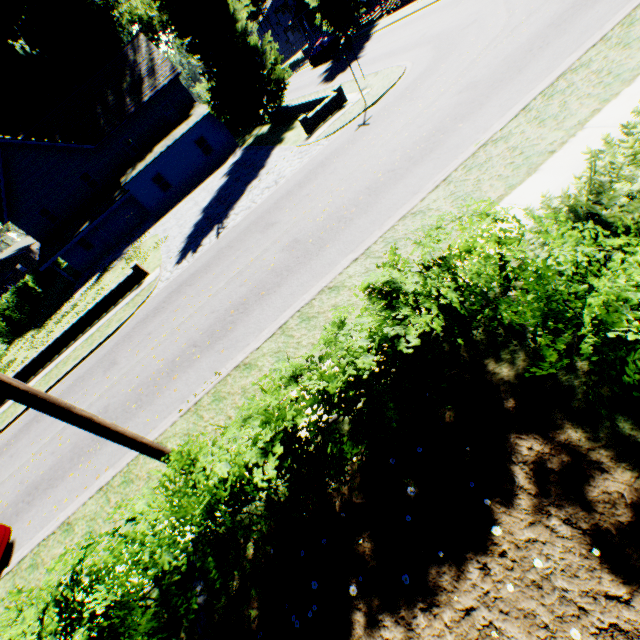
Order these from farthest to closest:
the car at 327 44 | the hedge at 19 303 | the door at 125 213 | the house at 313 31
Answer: the house at 313 31
the car at 327 44
the door at 125 213
the hedge at 19 303

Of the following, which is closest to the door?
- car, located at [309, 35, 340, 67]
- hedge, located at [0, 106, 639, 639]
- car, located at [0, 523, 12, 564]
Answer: hedge, located at [0, 106, 639, 639]

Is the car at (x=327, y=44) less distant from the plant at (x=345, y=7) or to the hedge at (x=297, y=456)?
the plant at (x=345, y=7)

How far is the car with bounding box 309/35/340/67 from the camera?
32.8m

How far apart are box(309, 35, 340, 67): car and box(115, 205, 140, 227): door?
25.5 meters

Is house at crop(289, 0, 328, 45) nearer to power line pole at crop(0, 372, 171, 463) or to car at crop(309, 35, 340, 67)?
car at crop(309, 35, 340, 67)

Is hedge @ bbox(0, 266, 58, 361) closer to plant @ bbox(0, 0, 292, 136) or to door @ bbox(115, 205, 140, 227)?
plant @ bbox(0, 0, 292, 136)

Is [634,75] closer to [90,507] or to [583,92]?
[583,92]
